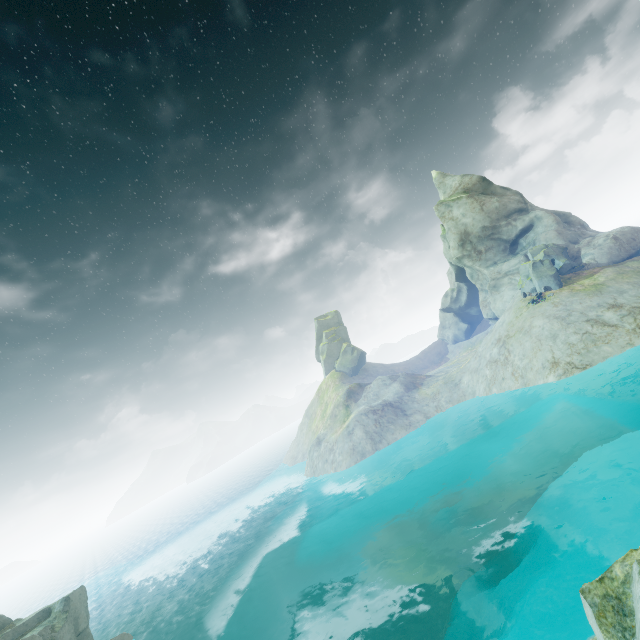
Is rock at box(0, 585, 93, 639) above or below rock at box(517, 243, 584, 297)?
below

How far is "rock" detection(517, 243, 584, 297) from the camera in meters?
36.5 m

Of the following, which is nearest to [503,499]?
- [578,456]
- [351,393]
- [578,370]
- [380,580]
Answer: [578,456]

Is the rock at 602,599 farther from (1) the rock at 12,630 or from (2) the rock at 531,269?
(1) the rock at 12,630

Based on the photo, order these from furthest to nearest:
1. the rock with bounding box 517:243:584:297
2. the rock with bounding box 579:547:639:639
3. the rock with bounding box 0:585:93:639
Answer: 1. the rock with bounding box 517:243:584:297
2. the rock with bounding box 0:585:93:639
3. the rock with bounding box 579:547:639:639

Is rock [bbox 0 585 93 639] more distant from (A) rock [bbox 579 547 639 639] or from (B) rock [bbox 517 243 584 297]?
(B) rock [bbox 517 243 584 297]

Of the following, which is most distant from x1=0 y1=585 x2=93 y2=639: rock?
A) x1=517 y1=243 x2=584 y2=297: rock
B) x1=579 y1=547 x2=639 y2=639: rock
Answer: x1=517 y1=243 x2=584 y2=297: rock
